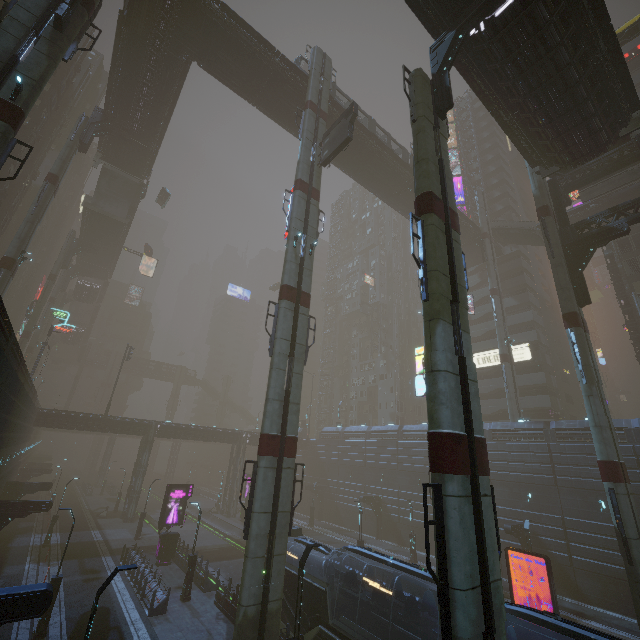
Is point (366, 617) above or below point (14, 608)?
below

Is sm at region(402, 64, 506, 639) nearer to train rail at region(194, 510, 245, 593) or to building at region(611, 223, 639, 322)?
building at region(611, 223, 639, 322)

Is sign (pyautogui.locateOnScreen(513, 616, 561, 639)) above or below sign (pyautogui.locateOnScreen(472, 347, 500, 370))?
below

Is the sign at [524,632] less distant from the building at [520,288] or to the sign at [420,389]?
the building at [520,288]

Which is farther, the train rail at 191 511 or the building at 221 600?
the train rail at 191 511

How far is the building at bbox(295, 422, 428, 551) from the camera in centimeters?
3975cm

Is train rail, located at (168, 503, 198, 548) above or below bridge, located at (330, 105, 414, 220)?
below

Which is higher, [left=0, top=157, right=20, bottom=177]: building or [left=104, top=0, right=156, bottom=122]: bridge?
[left=104, top=0, right=156, bottom=122]: bridge
